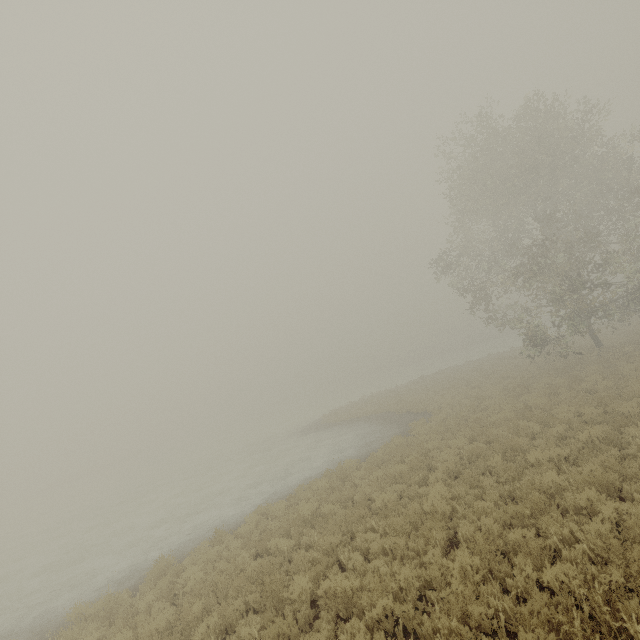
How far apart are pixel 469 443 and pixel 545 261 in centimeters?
1189cm
